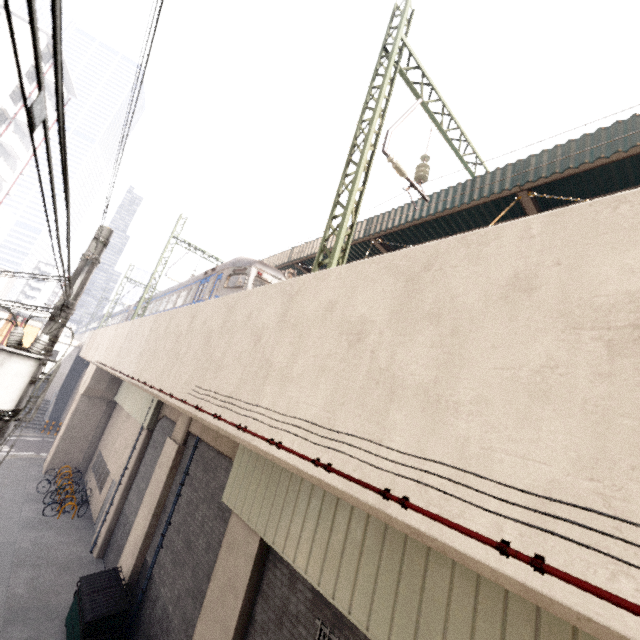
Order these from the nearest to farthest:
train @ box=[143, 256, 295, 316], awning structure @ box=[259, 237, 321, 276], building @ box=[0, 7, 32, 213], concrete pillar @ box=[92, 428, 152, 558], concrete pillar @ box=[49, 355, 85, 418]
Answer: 1. train @ box=[143, 256, 295, 316]
2. concrete pillar @ box=[92, 428, 152, 558]
3. awning structure @ box=[259, 237, 321, 276]
4. building @ box=[0, 7, 32, 213]
5. concrete pillar @ box=[49, 355, 85, 418]

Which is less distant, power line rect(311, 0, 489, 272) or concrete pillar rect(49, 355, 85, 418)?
power line rect(311, 0, 489, 272)

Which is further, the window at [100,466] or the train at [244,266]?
the window at [100,466]

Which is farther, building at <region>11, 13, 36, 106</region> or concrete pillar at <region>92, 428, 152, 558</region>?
building at <region>11, 13, 36, 106</region>

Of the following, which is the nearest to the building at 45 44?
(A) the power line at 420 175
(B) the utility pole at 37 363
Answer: (B) the utility pole at 37 363

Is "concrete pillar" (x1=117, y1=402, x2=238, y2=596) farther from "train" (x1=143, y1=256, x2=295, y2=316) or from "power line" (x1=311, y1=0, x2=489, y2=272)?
"power line" (x1=311, y1=0, x2=489, y2=272)

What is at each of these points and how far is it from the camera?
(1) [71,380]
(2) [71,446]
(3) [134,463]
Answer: (1) concrete pillar, 36.6 meters
(2) concrete pillar, 20.7 meters
(3) concrete pillar, 14.1 meters

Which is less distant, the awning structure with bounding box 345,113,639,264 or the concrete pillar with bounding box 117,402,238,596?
the awning structure with bounding box 345,113,639,264
